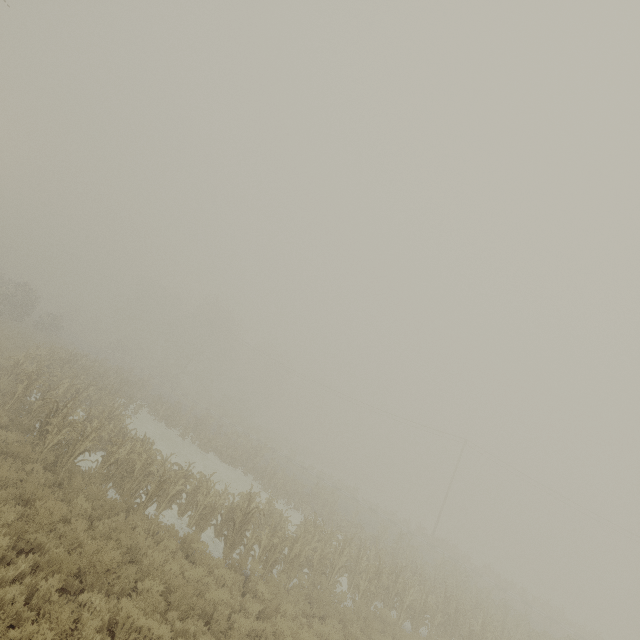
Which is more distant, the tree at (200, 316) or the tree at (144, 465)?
A: the tree at (200, 316)

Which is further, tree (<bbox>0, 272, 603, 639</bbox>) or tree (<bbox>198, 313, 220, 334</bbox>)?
tree (<bbox>198, 313, 220, 334</bbox>)

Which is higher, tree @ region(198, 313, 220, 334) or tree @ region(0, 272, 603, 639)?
tree @ region(198, 313, 220, 334)

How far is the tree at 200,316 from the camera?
55.3 meters

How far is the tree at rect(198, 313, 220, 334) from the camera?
55.33m

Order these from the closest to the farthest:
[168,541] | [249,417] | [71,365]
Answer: [168,541] → [71,365] → [249,417]
